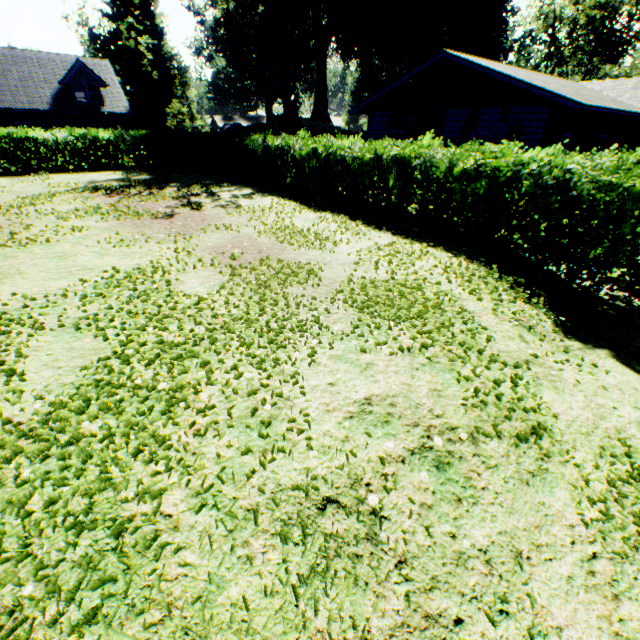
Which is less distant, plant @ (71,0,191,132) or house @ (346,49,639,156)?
house @ (346,49,639,156)

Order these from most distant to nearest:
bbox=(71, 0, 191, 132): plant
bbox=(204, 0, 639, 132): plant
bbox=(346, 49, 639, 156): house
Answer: bbox=(71, 0, 191, 132): plant < bbox=(204, 0, 639, 132): plant < bbox=(346, 49, 639, 156): house

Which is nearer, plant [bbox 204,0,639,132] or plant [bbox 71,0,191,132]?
plant [bbox 204,0,639,132]

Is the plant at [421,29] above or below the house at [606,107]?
above

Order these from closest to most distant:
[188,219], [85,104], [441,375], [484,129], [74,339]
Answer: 1. [441,375]
2. [74,339]
3. [188,219]
4. [484,129]
5. [85,104]

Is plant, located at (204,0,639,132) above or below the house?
above

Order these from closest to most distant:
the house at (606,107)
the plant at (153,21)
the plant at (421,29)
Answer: the house at (606,107) → the plant at (421,29) → the plant at (153,21)
